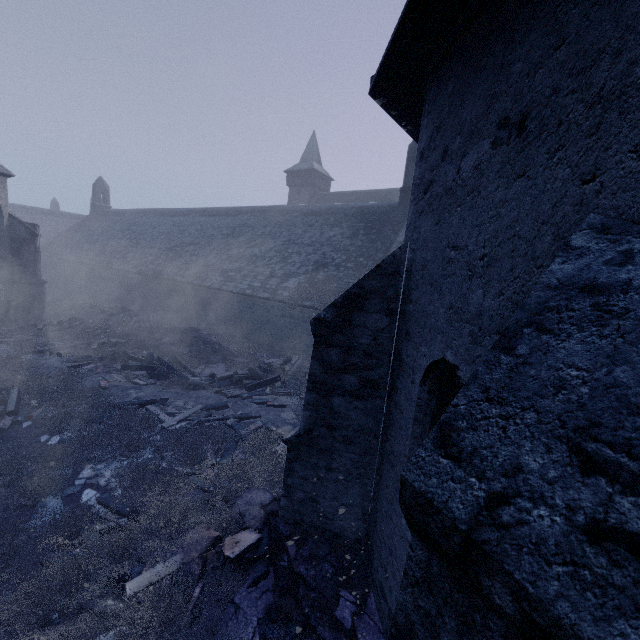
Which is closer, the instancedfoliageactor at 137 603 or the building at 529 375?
the building at 529 375

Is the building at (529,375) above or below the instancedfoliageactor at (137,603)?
above

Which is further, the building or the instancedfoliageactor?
the instancedfoliageactor

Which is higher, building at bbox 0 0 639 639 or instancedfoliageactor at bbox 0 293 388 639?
building at bbox 0 0 639 639

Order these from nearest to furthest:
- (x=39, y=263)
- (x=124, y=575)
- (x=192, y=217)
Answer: (x=124, y=575), (x=39, y=263), (x=192, y=217)
